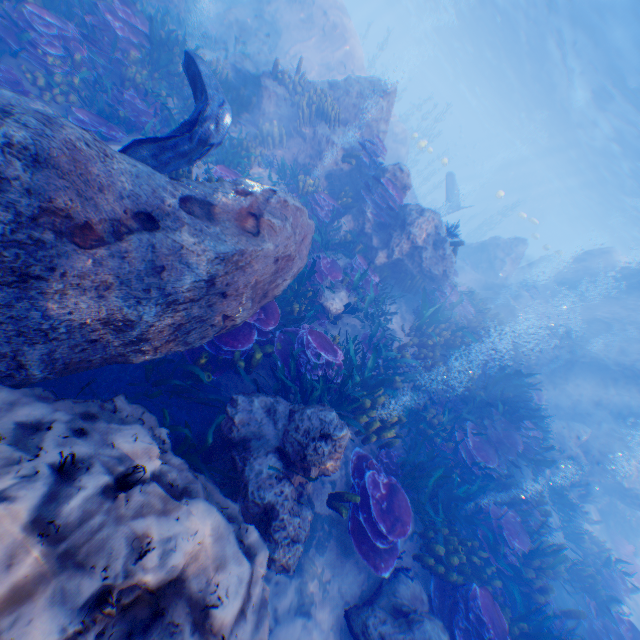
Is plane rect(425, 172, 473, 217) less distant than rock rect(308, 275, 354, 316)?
No

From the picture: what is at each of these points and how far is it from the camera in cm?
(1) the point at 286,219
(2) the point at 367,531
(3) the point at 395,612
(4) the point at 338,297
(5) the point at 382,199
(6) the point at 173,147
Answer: (1) rock, 559
(2) instancedfoliageactor, 518
(3) rock, 500
(4) rock, 842
(5) instancedfoliageactor, 974
(6) eel, 501

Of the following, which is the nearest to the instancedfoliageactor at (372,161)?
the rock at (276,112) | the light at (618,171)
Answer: the rock at (276,112)

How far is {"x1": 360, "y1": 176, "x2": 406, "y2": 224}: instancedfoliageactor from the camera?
9.5m

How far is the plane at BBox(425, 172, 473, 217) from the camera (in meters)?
21.13

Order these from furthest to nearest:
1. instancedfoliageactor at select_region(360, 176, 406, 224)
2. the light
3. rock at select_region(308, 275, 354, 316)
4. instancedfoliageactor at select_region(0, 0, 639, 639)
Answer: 1. the light
2. instancedfoliageactor at select_region(360, 176, 406, 224)
3. rock at select_region(308, 275, 354, 316)
4. instancedfoliageactor at select_region(0, 0, 639, 639)

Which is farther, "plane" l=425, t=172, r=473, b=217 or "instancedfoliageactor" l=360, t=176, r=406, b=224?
"plane" l=425, t=172, r=473, b=217

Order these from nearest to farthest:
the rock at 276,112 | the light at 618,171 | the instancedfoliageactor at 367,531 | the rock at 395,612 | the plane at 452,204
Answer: the rock at 395,612, the instancedfoliageactor at 367,531, the rock at 276,112, the light at 618,171, the plane at 452,204
